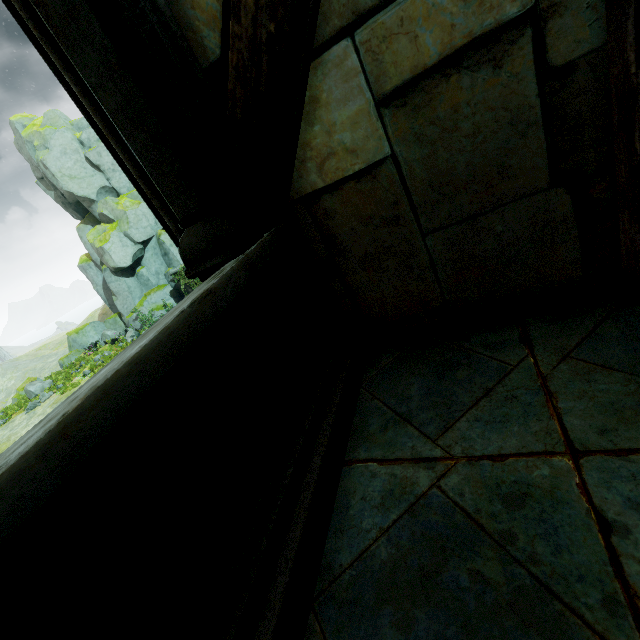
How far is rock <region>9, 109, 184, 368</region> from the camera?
27.14m

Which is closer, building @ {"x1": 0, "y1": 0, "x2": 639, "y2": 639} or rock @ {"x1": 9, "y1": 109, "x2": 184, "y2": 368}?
building @ {"x1": 0, "y1": 0, "x2": 639, "y2": 639}

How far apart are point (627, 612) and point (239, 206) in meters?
1.6 m

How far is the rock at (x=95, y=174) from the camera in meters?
27.1

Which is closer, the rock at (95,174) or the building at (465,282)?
the building at (465,282)
